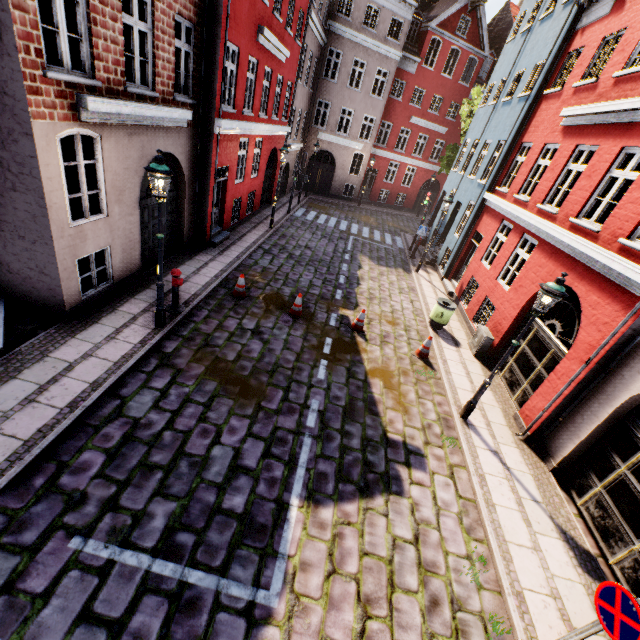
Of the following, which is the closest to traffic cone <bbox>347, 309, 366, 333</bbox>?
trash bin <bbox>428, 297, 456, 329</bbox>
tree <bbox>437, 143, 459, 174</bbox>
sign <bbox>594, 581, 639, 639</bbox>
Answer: trash bin <bbox>428, 297, 456, 329</bbox>

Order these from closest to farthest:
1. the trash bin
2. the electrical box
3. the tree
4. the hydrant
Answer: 1. the hydrant
2. the electrical box
3. the trash bin
4. the tree

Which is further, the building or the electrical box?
the electrical box

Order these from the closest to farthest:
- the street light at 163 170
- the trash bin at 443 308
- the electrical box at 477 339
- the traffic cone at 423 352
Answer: the street light at 163 170 < the traffic cone at 423 352 < the electrical box at 477 339 < the trash bin at 443 308

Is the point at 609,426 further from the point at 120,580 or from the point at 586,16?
the point at 586,16

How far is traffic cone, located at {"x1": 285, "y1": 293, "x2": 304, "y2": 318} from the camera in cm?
993

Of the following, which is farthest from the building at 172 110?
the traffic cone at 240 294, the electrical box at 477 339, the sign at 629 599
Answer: the traffic cone at 240 294

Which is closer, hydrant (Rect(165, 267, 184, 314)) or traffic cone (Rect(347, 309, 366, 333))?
hydrant (Rect(165, 267, 184, 314))
